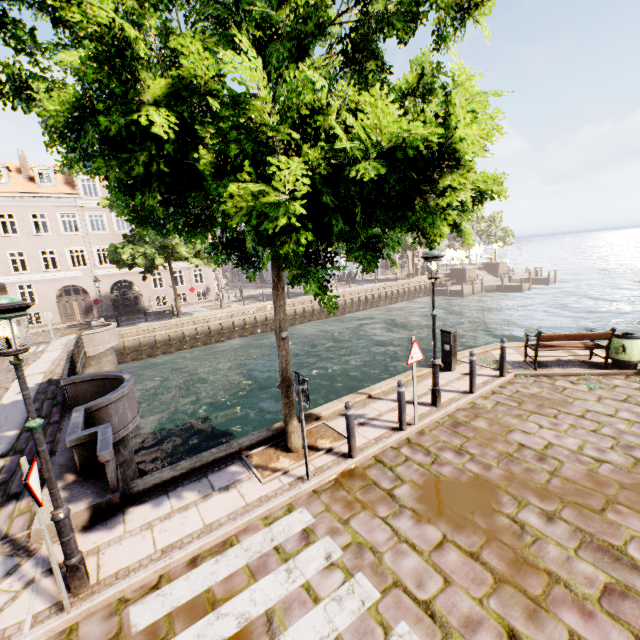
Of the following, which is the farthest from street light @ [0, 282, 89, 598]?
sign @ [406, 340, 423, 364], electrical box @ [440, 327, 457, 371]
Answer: electrical box @ [440, 327, 457, 371]

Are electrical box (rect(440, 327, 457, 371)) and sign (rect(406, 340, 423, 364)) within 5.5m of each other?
yes

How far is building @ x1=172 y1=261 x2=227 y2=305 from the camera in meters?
33.4

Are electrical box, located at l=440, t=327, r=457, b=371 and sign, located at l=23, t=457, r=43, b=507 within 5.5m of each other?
no

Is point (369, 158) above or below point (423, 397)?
above

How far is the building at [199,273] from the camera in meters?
33.4 m

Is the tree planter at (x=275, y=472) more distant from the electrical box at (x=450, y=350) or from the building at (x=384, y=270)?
the building at (x=384, y=270)

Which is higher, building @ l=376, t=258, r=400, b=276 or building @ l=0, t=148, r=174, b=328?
building @ l=0, t=148, r=174, b=328
